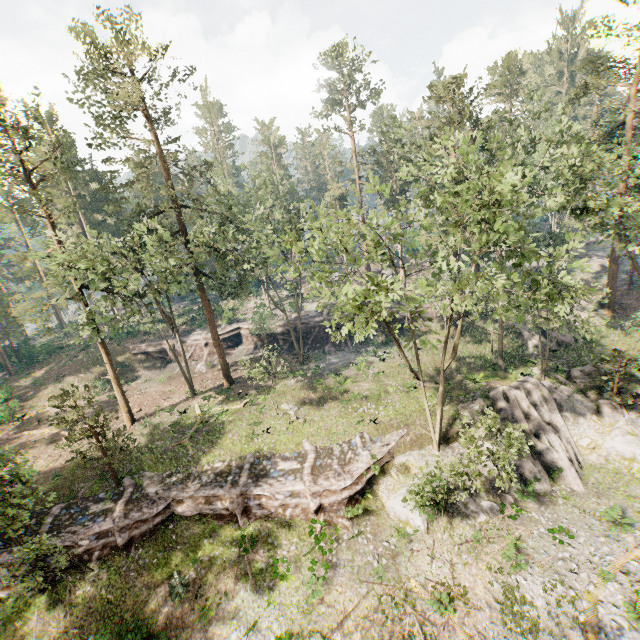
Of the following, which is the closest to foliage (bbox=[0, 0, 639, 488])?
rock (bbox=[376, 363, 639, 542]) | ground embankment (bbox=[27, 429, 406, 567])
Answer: ground embankment (bbox=[27, 429, 406, 567])

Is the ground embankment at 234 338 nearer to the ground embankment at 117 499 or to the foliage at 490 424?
the foliage at 490 424

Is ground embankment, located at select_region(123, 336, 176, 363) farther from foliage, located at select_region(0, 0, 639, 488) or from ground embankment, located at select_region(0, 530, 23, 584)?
ground embankment, located at select_region(0, 530, 23, 584)

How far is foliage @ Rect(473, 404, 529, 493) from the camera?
16.7 meters

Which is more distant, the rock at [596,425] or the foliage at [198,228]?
the rock at [596,425]

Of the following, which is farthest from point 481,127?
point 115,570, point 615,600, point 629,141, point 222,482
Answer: point 115,570

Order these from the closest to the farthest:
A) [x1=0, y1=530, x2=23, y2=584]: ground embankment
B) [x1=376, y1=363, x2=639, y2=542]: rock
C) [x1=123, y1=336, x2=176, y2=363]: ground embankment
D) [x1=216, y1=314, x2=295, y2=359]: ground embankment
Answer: [x1=0, y1=530, x2=23, y2=584]: ground embankment, [x1=376, y1=363, x2=639, y2=542]: rock, [x1=216, y1=314, x2=295, y2=359]: ground embankment, [x1=123, y1=336, x2=176, y2=363]: ground embankment

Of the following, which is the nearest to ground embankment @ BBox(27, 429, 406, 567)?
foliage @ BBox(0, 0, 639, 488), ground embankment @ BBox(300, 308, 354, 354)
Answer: foliage @ BBox(0, 0, 639, 488)
